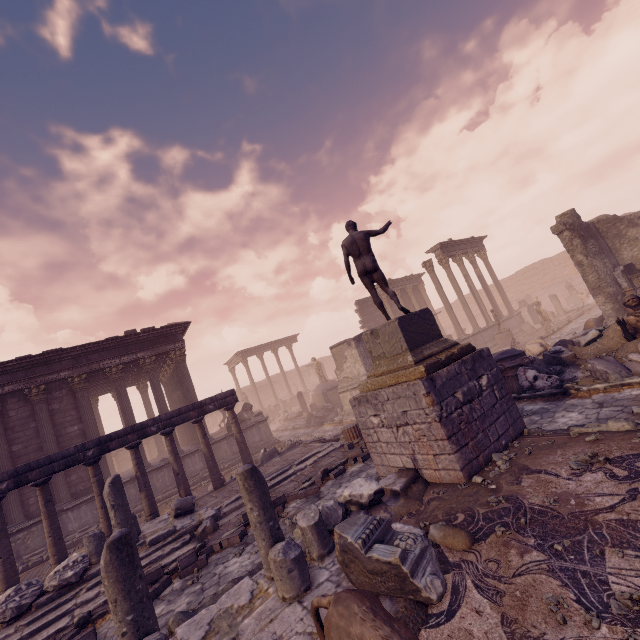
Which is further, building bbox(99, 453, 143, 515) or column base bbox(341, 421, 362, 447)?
building bbox(99, 453, 143, 515)

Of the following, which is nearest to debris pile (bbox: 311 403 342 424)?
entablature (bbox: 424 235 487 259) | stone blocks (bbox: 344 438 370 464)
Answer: stone blocks (bbox: 344 438 370 464)

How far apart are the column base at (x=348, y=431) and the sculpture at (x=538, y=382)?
4.73m

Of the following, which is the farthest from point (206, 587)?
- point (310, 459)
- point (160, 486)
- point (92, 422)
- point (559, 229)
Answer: point (559, 229)

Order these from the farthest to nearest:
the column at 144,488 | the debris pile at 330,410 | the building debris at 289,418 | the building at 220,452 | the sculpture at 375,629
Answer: the building debris at 289,418 → the debris pile at 330,410 → the building at 220,452 → the column at 144,488 → the sculpture at 375,629

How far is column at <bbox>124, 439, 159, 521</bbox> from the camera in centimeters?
994cm

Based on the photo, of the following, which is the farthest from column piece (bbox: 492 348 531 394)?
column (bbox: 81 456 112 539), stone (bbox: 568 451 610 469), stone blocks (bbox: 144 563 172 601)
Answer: column (bbox: 81 456 112 539)

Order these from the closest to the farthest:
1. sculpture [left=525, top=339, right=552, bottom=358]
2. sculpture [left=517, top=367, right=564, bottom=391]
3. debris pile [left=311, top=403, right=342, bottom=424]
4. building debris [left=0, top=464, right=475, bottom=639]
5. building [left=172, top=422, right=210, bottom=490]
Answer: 1. building debris [left=0, top=464, right=475, bottom=639]
2. sculpture [left=517, top=367, right=564, bottom=391]
3. sculpture [left=525, top=339, right=552, bottom=358]
4. building [left=172, top=422, right=210, bottom=490]
5. debris pile [left=311, top=403, right=342, bottom=424]
